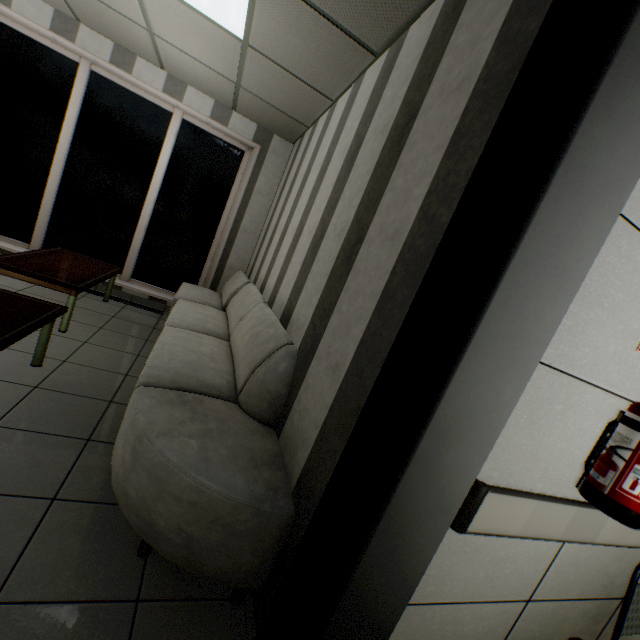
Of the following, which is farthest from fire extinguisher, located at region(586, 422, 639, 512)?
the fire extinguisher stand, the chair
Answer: the chair

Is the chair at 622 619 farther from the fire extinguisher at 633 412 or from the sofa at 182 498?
the sofa at 182 498

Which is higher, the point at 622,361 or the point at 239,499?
the point at 622,361

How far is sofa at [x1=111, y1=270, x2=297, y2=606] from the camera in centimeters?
140cm

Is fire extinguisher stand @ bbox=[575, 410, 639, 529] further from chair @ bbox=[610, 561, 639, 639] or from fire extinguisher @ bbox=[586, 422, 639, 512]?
chair @ bbox=[610, 561, 639, 639]

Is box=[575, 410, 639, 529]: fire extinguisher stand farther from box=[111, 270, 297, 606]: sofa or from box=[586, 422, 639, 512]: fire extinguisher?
box=[111, 270, 297, 606]: sofa

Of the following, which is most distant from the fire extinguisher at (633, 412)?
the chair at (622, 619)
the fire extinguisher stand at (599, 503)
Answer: the chair at (622, 619)
